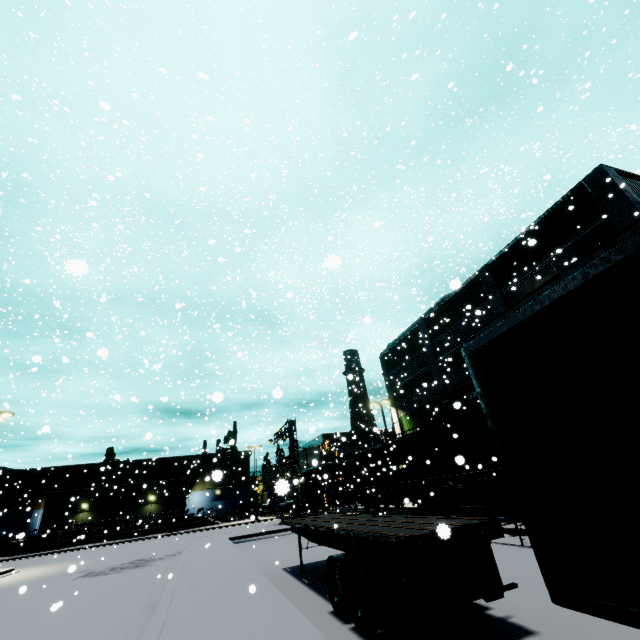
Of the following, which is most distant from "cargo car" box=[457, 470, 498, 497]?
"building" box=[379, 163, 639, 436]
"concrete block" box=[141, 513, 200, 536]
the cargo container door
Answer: "concrete block" box=[141, 513, 200, 536]

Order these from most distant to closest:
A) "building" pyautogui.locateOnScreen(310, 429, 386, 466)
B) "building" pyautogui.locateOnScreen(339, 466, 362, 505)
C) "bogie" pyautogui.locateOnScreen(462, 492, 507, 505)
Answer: "building" pyautogui.locateOnScreen(339, 466, 362, 505), "building" pyautogui.locateOnScreen(310, 429, 386, 466), "bogie" pyautogui.locateOnScreen(462, 492, 507, 505)

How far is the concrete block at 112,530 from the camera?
39.3 meters

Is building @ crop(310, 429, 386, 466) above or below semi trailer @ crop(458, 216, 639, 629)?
above

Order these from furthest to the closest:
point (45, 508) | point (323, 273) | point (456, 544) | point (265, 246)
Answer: point (45, 508), point (265, 246), point (323, 273), point (456, 544)

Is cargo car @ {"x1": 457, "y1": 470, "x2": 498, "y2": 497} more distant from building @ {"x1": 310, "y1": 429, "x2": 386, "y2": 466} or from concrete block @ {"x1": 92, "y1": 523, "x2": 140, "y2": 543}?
concrete block @ {"x1": 92, "y1": 523, "x2": 140, "y2": 543}

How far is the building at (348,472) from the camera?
50.2m

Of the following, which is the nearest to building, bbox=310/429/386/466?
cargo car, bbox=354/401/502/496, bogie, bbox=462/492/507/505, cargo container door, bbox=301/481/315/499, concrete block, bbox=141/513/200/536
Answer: concrete block, bbox=141/513/200/536
